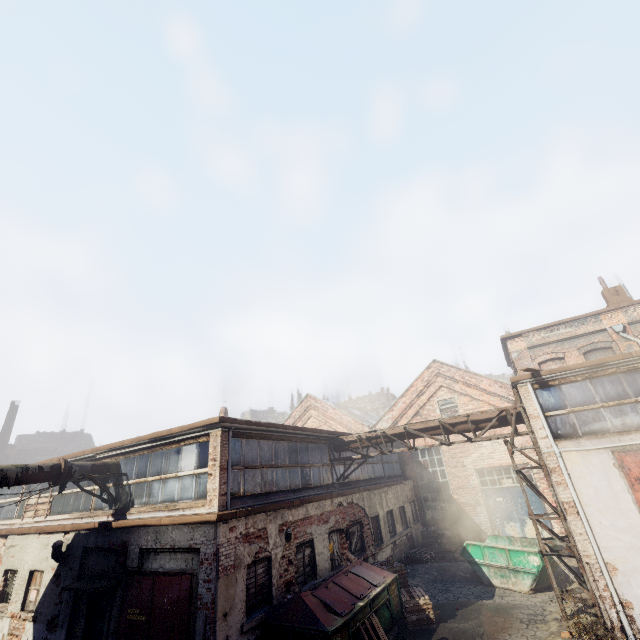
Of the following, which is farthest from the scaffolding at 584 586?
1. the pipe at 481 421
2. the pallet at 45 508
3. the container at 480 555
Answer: the pallet at 45 508

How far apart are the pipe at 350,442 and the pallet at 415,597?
4.8m

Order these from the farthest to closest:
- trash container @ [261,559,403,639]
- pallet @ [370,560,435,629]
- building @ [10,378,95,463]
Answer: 1. building @ [10,378,95,463]
2. pallet @ [370,560,435,629]
3. trash container @ [261,559,403,639]

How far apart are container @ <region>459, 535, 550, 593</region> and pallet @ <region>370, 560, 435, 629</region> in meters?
3.5 m

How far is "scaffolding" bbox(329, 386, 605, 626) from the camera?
9.25m

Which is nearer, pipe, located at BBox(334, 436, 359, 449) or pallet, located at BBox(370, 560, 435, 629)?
pallet, located at BBox(370, 560, 435, 629)

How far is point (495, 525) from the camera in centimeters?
1750cm

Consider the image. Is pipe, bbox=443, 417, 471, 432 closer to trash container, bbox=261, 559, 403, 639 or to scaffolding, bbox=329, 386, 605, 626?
scaffolding, bbox=329, 386, 605, 626
